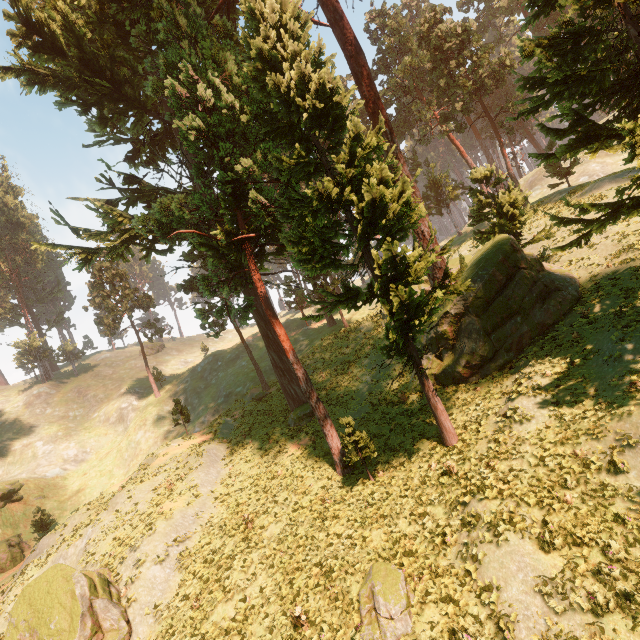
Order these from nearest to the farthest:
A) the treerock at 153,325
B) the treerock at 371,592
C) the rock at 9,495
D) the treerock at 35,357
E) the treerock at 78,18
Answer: the treerock at 371,592 → the treerock at 78,18 → the rock at 9,495 → the treerock at 153,325 → the treerock at 35,357

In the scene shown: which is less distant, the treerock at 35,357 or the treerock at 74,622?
the treerock at 74,622

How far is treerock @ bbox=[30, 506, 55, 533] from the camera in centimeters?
2909cm

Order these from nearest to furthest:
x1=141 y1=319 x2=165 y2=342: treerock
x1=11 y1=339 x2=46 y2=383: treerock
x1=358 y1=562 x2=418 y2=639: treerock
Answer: x1=358 y1=562 x2=418 y2=639: treerock → x1=141 y1=319 x2=165 y2=342: treerock → x1=11 y1=339 x2=46 y2=383: treerock

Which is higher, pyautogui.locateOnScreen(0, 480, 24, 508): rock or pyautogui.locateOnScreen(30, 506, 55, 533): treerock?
pyautogui.locateOnScreen(0, 480, 24, 508): rock

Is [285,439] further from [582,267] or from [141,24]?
[141,24]

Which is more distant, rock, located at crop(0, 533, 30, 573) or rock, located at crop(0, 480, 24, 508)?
rock, located at crop(0, 480, 24, 508)

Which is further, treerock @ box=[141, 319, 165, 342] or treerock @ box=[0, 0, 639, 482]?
treerock @ box=[141, 319, 165, 342]
